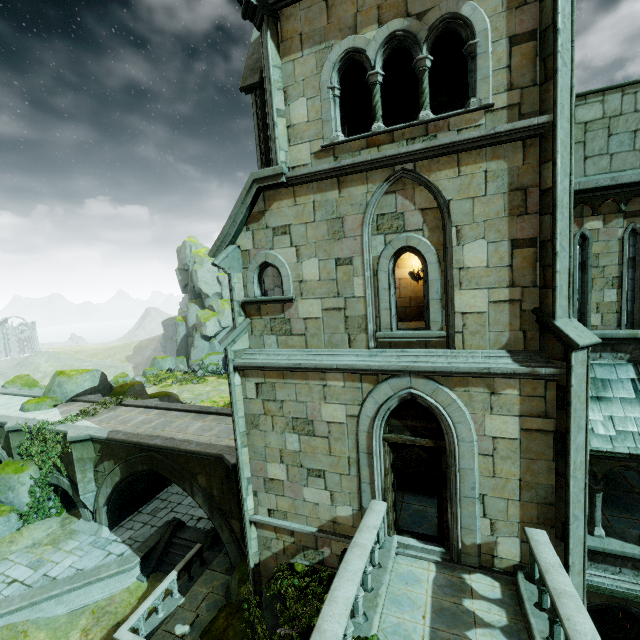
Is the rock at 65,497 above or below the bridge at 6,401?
below

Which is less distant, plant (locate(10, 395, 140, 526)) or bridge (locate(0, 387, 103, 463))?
plant (locate(10, 395, 140, 526))

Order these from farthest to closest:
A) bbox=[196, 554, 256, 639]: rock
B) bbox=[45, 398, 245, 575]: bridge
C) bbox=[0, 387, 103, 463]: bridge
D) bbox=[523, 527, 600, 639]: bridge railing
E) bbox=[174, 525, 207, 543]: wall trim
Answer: bbox=[0, 387, 103, 463]: bridge
bbox=[174, 525, 207, 543]: wall trim
bbox=[45, 398, 245, 575]: bridge
bbox=[196, 554, 256, 639]: rock
bbox=[523, 527, 600, 639]: bridge railing

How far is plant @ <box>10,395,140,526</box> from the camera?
16.23m

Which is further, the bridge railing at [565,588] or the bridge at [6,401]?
the bridge at [6,401]

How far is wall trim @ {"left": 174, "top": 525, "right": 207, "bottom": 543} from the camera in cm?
1472

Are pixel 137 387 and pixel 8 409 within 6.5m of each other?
no

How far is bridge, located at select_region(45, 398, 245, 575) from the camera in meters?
12.8
